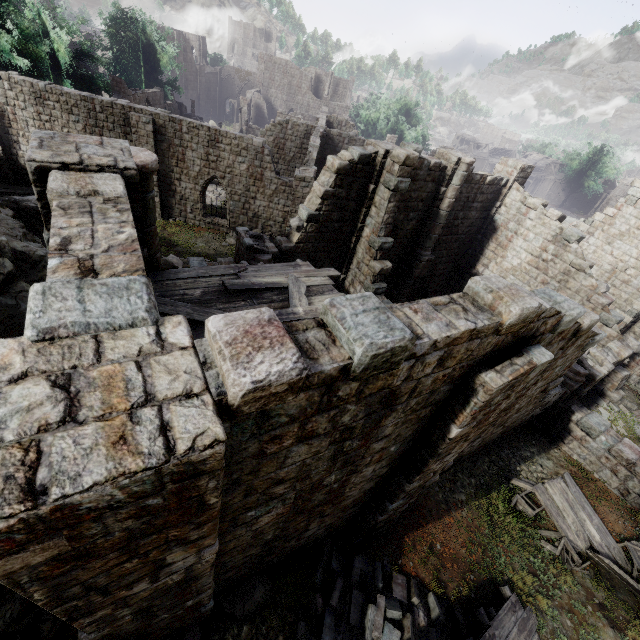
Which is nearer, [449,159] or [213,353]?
[213,353]

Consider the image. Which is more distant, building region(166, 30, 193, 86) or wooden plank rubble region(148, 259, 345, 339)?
building region(166, 30, 193, 86)

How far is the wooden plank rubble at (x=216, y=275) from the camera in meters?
5.6

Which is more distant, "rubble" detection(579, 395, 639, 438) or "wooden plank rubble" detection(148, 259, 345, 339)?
"rubble" detection(579, 395, 639, 438)

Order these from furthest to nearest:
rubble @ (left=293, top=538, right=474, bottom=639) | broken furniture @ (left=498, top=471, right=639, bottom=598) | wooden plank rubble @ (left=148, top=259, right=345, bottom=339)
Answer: broken furniture @ (left=498, top=471, right=639, bottom=598) < rubble @ (left=293, top=538, right=474, bottom=639) < wooden plank rubble @ (left=148, top=259, right=345, bottom=339)

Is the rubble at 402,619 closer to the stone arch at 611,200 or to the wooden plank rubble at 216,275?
the wooden plank rubble at 216,275

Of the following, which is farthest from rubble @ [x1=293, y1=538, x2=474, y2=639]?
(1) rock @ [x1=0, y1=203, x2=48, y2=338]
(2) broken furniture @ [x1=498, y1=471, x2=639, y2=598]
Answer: (1) rock @ [x1=0, y1=203, x2=48, y2=338]

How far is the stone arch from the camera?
53.27m
